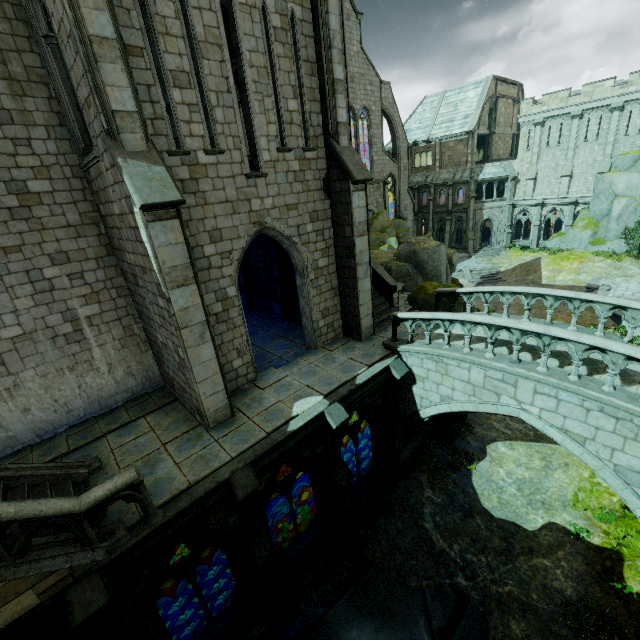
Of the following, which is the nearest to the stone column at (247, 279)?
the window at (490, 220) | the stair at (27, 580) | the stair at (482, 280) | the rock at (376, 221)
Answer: the rock at (376, 221)

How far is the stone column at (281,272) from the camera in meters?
14.9

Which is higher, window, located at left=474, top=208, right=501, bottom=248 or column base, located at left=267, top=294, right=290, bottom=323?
column base, located at left=267, top=294, right=290, bottom=323

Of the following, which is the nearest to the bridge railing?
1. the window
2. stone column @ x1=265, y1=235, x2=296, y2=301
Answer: stone column @ x1=265, y1=235, x2=296, y2=301

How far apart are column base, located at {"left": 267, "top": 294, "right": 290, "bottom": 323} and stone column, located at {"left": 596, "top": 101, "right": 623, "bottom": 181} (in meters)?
38.11

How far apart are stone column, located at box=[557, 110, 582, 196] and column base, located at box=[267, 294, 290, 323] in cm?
3775

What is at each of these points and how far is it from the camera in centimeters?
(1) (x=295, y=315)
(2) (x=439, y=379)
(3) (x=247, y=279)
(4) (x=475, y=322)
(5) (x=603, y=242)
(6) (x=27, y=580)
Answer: (1) wall trim, 1575cm
(2) bridge, 1093cm
(3) stone column, 1806cm
(4) bridge railing, 947cm
(5) rock, 3328cm
(6) stair, 526cm

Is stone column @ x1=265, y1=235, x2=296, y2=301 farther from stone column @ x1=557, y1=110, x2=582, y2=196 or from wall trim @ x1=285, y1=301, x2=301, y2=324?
stone column @ x1=557, y1=110, x2=582, y2=196
